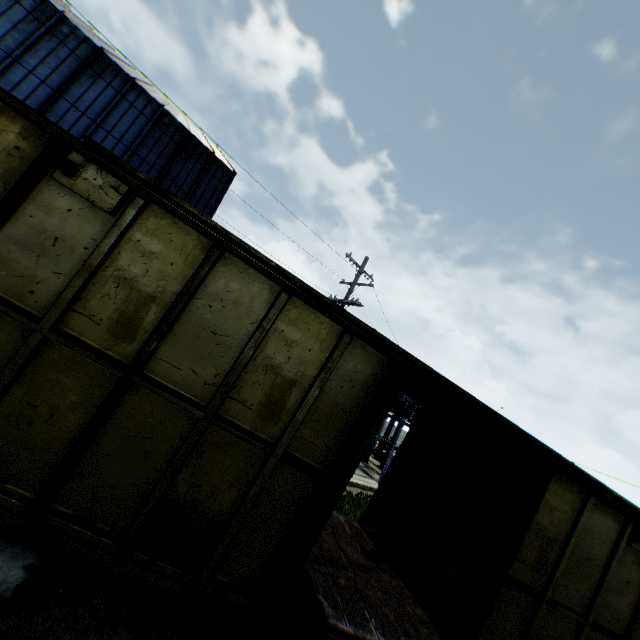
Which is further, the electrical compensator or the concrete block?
the electrical compensator

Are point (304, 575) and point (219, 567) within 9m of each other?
yes

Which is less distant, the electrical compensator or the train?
the train

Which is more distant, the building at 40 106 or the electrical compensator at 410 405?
the electrical compensator at 410 405

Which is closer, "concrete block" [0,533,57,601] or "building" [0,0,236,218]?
"concrete block" [0,533,57,601]

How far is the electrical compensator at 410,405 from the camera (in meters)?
23.20

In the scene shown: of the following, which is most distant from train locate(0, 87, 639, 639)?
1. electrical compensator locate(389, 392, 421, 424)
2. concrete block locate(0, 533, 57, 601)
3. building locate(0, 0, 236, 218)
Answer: electrical compensator locate(389, 392, 421, 424)

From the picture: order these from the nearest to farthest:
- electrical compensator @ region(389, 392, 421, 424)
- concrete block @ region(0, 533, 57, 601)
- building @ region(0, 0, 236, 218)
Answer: concrete block @ region(0, 533, 57, 601)
building @ region(0, 0, 236, 218)
electrical compensator @ region(389, 392, 421, 424)
